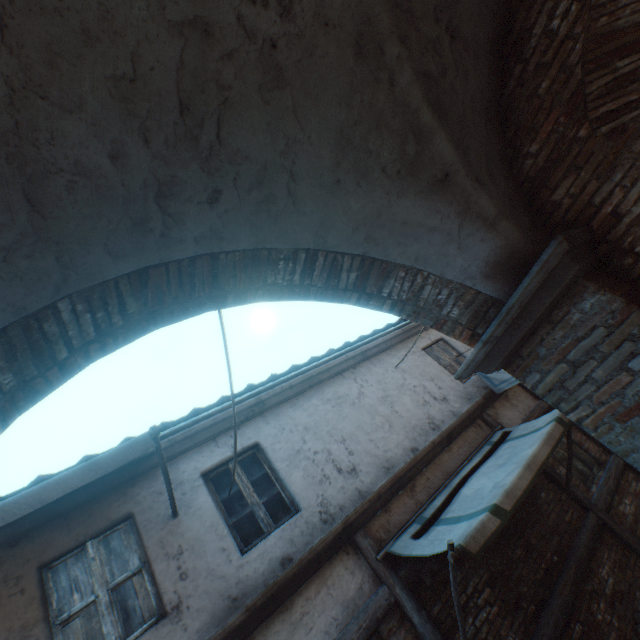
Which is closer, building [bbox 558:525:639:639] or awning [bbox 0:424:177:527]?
awning [bbox 0:424:177:527]

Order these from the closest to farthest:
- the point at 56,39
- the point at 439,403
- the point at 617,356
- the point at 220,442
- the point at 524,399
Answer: the point at 56,39 → the point at 617,356 → the point at 220,442 → the point at 439,403 → the point at 524,399

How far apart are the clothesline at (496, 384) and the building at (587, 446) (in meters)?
1.00

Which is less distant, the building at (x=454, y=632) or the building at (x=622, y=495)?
the building at (x=454, y=632)

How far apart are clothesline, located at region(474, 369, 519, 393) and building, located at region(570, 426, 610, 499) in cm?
100

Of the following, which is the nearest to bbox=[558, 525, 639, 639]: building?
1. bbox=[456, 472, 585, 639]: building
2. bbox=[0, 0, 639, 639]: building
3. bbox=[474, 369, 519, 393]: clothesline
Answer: bbox=[456, 472, 585, 639]: building

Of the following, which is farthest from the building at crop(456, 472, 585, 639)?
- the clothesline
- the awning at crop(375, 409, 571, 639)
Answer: the clothesline

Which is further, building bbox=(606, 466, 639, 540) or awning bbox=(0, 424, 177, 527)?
building bbox=(606, 466, 639, 540)
